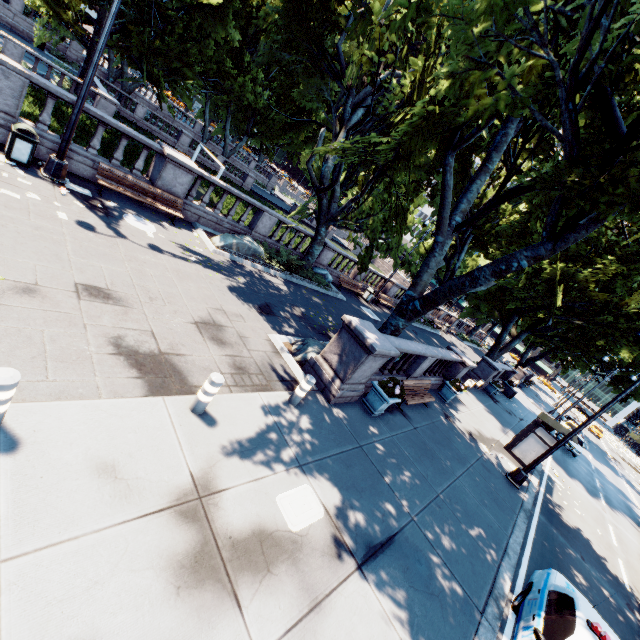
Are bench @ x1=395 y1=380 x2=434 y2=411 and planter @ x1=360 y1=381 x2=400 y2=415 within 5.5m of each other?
yes

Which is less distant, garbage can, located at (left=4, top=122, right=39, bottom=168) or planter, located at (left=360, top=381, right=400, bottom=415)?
garbage can, located at (left=4, top=122, right=39, bottom=168)

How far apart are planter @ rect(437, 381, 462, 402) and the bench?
2.4 meters

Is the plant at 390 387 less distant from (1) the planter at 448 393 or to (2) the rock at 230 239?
(1) the planter at 448 393

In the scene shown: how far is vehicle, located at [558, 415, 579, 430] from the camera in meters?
32.8

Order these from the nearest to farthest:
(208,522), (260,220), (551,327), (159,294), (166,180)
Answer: (208,522), (159,294), (166,180), (260,220), (551,327)

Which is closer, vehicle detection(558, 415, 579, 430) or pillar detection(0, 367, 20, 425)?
pillar detection(0, 367, 20, 425)

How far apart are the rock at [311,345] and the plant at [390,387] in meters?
1.4 m
